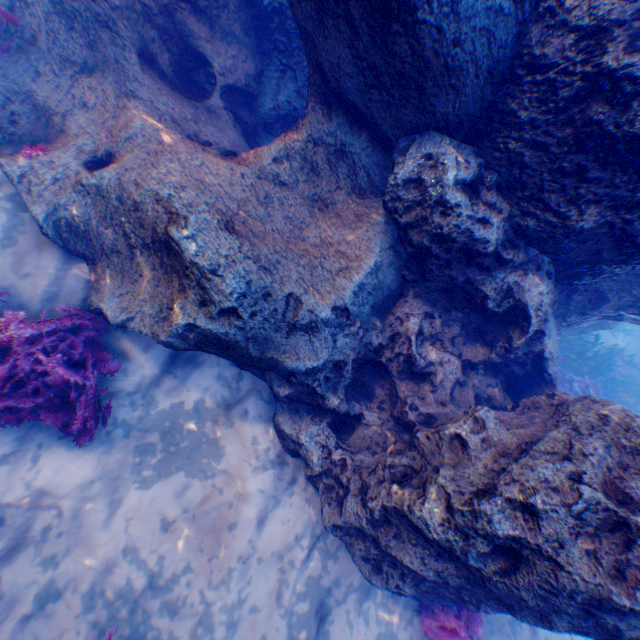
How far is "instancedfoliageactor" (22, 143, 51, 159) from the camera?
4.1m

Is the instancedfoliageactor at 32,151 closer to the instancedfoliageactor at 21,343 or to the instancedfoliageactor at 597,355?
the instancedfoliageactor at 21,343

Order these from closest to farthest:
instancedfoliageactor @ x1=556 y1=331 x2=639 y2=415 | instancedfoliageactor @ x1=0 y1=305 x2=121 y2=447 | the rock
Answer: the rock, instancedfoliageactor @ x1=0 y1=305 x2=121 y2=447, instancedfoliageactor @ x1=556 y1=331 x2=639 y2=415

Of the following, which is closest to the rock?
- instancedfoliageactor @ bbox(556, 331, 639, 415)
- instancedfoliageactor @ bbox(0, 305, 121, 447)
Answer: instancedfoliageactor @ bbox(556, 331, 639, 415)

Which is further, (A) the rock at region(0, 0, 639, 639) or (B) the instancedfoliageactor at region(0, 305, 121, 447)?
(B) the instancedfoliageactor at region(0, 305, 121, 447)

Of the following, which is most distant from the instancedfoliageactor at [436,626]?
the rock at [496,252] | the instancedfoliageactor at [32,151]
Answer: the instancedfoliageactor at [32,151]

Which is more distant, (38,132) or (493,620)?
(493,620)

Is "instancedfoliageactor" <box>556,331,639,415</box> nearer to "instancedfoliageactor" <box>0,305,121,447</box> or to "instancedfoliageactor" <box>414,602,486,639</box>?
"instancedfoliageactor" <box>414,602,486,639</box>
